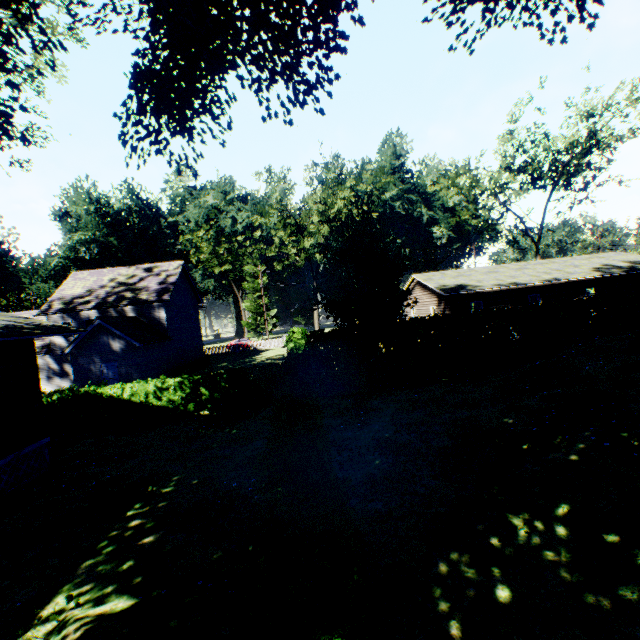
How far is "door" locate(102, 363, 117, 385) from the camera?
24.2 meters

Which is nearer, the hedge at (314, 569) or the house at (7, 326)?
the hedge at (314, 569)

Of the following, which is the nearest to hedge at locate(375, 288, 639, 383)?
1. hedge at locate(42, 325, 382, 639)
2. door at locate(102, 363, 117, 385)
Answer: hedge at locate(42, 325, 382, 639)

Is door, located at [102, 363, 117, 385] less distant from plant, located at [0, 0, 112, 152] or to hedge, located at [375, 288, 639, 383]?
hedge, located at [375, 288, 639, 383]

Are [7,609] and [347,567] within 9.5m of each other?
yes

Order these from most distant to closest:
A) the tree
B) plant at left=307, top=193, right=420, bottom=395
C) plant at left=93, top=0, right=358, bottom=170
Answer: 1. the tree
2. plant at left=307, top=193, right=420, bottom=395
3. plant at left=93, top=0, right=358, bottom=170

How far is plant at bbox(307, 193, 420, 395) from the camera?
13.8 meters

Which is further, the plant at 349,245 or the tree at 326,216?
the tree at 326,216
